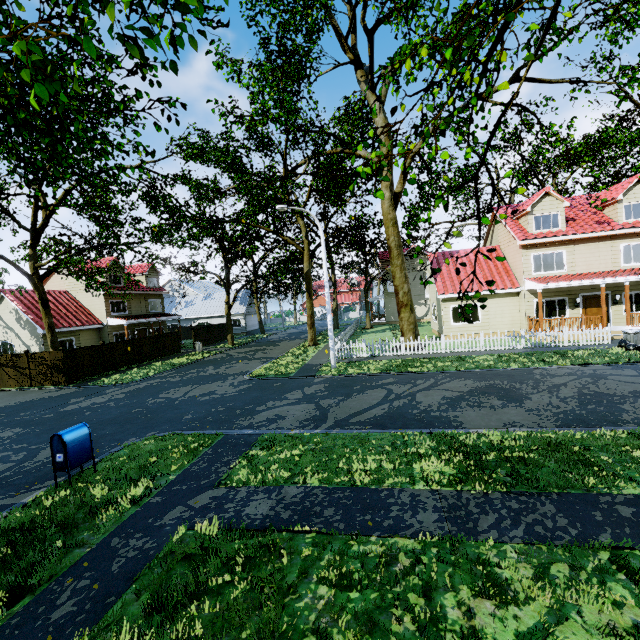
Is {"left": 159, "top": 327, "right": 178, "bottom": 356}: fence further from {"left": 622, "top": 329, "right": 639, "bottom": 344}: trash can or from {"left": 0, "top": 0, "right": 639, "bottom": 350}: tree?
{"left": 622, "top": 329, "right": 639, "bottom": 344}: trash can

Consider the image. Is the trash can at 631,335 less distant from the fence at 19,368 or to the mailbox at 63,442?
the fence at 19,368

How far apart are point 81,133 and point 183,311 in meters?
46.9 m

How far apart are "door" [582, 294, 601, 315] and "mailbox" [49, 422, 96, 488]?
25.8m

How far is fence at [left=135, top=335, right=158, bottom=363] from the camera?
Answer: 25.7m

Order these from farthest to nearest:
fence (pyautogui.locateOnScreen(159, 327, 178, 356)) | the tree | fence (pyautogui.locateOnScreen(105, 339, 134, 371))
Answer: fence (pyautogui.locateOnScreen(159, 327, 178, 356)) < fence (pyautogui.locateOnScreen(105, 339, 134, 371)) < the tree

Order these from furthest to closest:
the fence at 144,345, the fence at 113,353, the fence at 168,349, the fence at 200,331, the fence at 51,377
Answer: the fence at 200,331
the fence at 168,349
the fence at 144,345
the fence at 113,353
the fence at 51,377

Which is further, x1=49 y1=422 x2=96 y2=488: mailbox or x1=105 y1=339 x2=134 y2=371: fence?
x1=105 y1=339 x2=134 y2=371: fence
